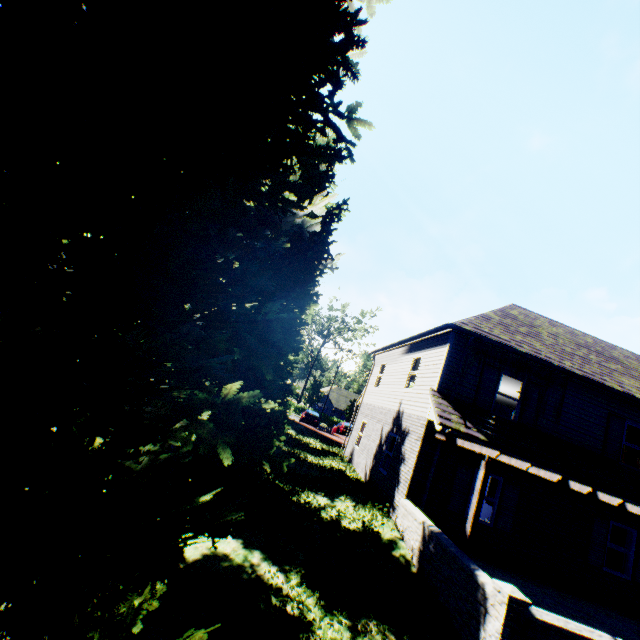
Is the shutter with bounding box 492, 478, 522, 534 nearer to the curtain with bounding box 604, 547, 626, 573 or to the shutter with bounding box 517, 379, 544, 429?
the shutter with bounding box 517, 379, 544, 429

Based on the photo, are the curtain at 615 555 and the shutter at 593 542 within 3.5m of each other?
yes

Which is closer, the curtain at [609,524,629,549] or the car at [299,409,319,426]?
the curtain at [609,524,629,549]

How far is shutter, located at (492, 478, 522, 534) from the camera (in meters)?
10.56

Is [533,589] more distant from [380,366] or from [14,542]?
[14,542]

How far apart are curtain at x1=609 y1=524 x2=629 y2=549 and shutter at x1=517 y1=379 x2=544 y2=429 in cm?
393

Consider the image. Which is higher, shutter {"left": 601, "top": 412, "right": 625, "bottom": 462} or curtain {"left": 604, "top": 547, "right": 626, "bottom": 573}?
shutter {"left": 601, "top": 412, "right": 625, "bottom": 462}

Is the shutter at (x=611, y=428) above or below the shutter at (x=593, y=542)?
above
